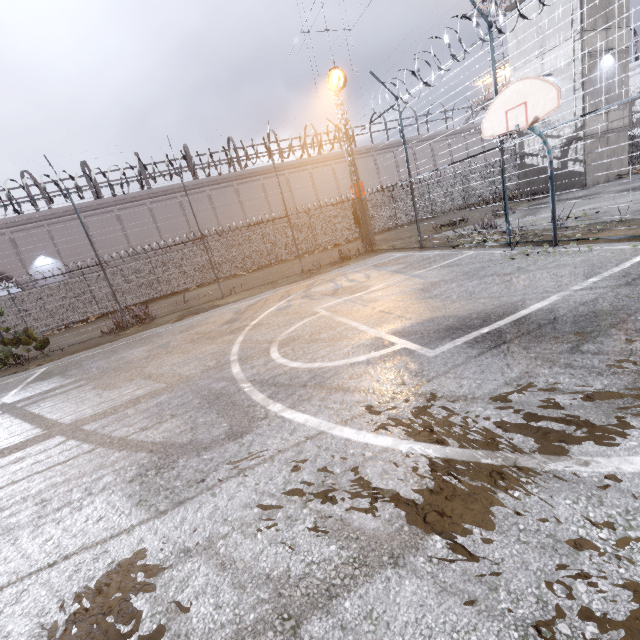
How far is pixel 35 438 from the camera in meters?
5.0

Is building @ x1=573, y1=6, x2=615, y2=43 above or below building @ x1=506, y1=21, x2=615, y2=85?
above

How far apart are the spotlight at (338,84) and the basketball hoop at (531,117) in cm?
1171

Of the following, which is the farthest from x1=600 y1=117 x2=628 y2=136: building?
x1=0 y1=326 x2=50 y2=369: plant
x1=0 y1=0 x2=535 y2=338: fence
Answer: x1=0 y1=326 x2=50 y2=369: plant

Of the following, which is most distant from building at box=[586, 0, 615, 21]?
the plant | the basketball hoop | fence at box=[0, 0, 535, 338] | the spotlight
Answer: the plant

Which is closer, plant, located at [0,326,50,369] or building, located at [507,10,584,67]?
plant, located at [0,326,50,369]

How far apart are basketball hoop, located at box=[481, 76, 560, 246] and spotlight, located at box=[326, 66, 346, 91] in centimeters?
1171cm

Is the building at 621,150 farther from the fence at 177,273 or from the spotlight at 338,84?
the spotlight at 338,84
